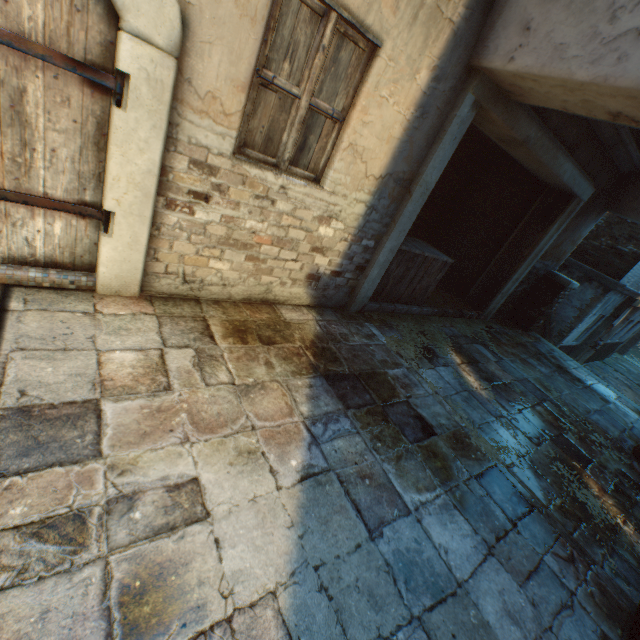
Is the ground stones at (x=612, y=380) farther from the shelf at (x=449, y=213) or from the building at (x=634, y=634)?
the shelf at (x=449, y=213)

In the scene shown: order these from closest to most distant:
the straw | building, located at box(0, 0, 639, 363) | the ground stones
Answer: building, located at box(0, 0, 639, 363)
the straw
the ground stones

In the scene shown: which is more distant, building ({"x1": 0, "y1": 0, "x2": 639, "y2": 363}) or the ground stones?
the ground stones

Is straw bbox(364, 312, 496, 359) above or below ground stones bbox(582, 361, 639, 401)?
above

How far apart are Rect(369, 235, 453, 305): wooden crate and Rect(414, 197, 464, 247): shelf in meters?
1.5

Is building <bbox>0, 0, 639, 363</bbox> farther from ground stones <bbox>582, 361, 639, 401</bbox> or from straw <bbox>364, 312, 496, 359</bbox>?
ground stones <bbox>582, 361, 639, 401</bbox>

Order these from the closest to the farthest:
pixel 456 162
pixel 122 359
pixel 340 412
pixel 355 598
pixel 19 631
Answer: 1. pixel 19 631
2. pixel 355 598
3. pixel 122 359
4. pixel 340 412
5. pixel 456 162

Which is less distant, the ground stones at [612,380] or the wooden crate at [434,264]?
the wooden crate at [434,264]
